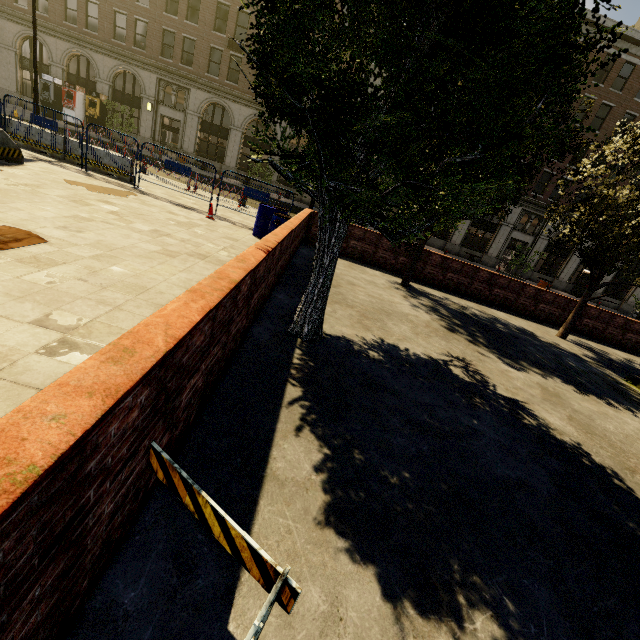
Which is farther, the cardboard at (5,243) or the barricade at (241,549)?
the cardboard at (5,243)

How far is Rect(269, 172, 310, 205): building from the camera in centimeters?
3036cm

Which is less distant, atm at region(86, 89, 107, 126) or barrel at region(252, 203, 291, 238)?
barrel at region(252, 203, 291, 238)

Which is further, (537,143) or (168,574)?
(537,143)

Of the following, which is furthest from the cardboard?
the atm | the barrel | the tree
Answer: the atm

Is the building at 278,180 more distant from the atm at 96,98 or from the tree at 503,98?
the tree at 503,98

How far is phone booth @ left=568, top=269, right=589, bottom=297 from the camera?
31.75m

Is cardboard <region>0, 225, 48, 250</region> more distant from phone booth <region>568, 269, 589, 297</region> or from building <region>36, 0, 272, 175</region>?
phone booth <region>568, 269, 589, 297</region>
